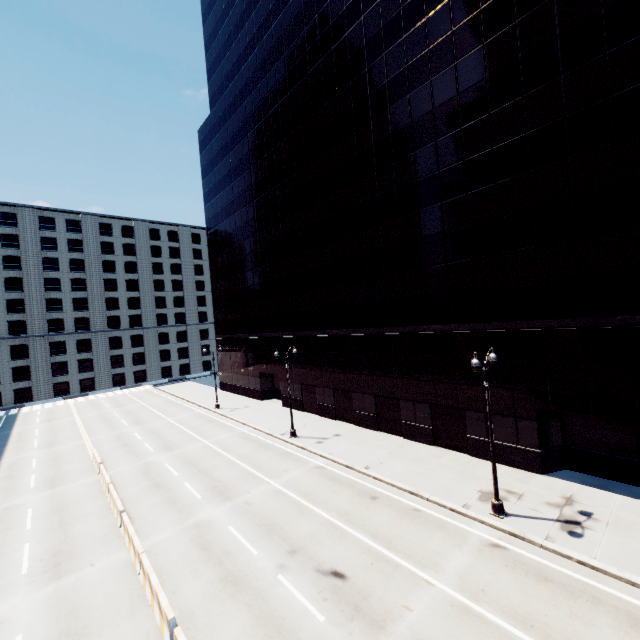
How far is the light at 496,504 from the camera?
14.4m

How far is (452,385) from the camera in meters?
21.1

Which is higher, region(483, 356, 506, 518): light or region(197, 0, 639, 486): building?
region(197, 0, 639, 486): building

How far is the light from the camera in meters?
14.4

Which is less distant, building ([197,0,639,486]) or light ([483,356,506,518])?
light ([483,356,506,518])

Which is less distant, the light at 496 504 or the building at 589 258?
the light at 496 504
